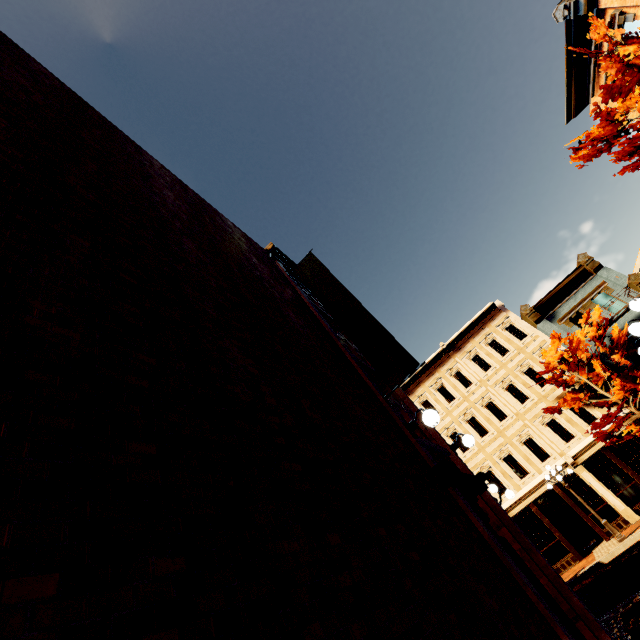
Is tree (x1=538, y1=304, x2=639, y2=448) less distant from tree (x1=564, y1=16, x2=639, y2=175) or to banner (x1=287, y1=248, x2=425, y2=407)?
tree (x1=564, y1=16, x2=639, y2=175)

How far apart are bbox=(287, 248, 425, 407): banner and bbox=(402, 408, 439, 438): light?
0.4m

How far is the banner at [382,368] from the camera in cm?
649

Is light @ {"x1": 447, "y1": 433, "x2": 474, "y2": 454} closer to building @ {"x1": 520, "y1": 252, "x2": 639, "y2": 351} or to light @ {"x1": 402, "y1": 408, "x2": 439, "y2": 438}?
light @ {"x1": 402, "y1": 408, "x2": 439, "y2": 438}

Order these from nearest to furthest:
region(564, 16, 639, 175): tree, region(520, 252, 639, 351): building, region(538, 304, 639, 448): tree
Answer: region(564, 16, 639, 175): tree, region(538, 304, 639, 448): tree, region(520, 252, 639, 351): building

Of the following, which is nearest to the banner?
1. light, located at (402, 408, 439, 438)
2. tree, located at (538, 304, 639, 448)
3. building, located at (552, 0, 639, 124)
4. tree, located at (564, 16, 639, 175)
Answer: light, located at (402, 408, 439, 438)

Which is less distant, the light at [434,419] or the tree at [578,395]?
the light at [434,419]

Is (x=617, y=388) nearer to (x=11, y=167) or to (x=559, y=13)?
(x=559, y=13)
